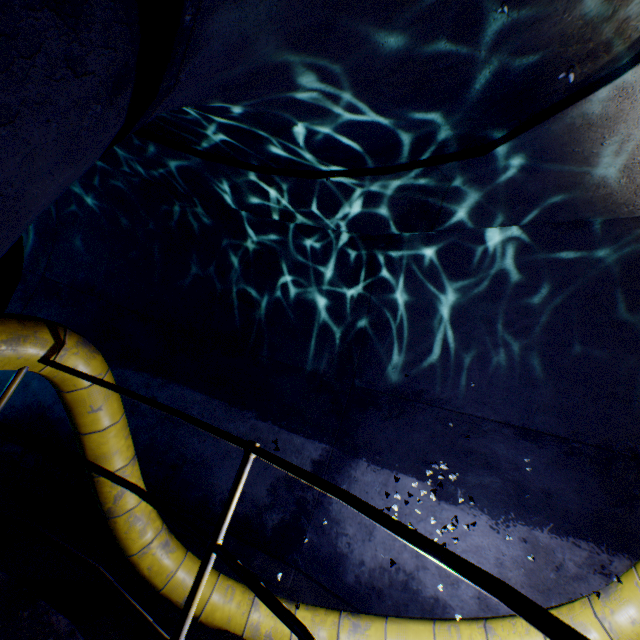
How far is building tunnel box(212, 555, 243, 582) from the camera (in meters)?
4.07

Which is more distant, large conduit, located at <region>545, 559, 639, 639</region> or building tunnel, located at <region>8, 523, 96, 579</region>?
building tunnel, located at <region>8, 523, 96, 579</region>

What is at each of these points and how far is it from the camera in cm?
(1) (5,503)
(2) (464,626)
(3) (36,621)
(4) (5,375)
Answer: (1) building tunnel, 417
(2) large conduit, 291
(3) walkway, 174
(4) building tunnel, 516

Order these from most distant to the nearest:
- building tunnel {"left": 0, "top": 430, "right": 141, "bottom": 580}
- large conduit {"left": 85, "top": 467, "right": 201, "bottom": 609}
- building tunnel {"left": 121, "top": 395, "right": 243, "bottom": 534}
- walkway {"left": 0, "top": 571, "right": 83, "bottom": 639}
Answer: building tunnel {"left": 121, "top": 395, "right": 243, "bottom": 534} < building tunnel {"left": 0, "top": 430, "right": 141, "bottom": 580} < large conduit {"left": 85, "top": 467, "right": 201, "bottom": 609} < walkway {"left": 0, "top": 571, "right": 83, "bottom": 639}

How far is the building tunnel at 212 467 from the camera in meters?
4.8 m

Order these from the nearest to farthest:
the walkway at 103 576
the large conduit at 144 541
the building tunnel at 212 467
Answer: the walkway at 103 576 → the large conduit at 144 541 → the building tunnel at 212 467
